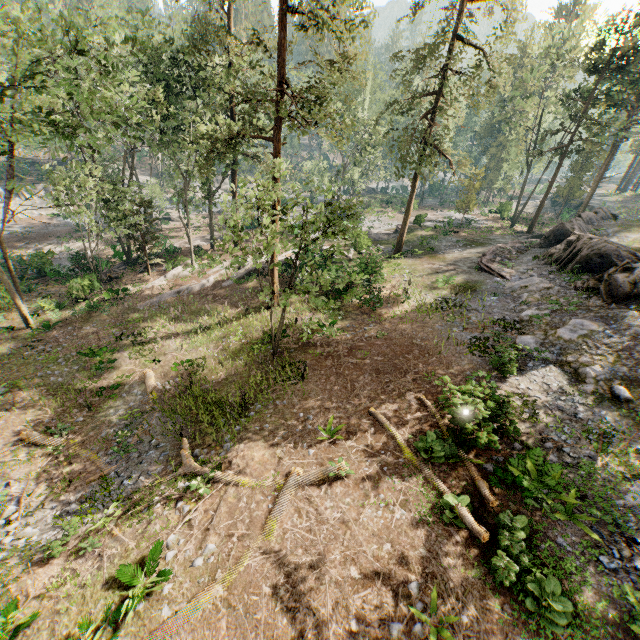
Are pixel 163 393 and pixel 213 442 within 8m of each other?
yes

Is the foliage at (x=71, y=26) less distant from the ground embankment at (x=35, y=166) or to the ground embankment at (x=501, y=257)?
the ground embankment at (x=35, y=166)

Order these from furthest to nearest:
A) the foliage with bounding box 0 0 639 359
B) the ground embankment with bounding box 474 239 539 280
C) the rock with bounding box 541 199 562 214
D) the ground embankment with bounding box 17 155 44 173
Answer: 1. the rock with bounding box 541 199 562 214
2. the ground embankment with bounding box 17 155 44 173
3. the ground embankment with bounding box 474 239 539 280
4. the foliage with bounding box 0 0 639 359

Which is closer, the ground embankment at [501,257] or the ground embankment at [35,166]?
the ground embankment at [501,257]

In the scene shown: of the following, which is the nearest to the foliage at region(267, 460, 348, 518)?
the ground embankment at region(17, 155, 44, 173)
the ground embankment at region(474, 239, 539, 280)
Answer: the ground embankment at region(17, 155, 44, 173)

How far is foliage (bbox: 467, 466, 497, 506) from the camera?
8.8 meters

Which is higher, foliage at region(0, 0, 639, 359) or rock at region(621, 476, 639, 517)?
foliage at region(0, 0, 639, 359)

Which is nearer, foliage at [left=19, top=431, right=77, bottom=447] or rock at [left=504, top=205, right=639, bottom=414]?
rock at [left=504, top=205, right=639, bottom=414]
